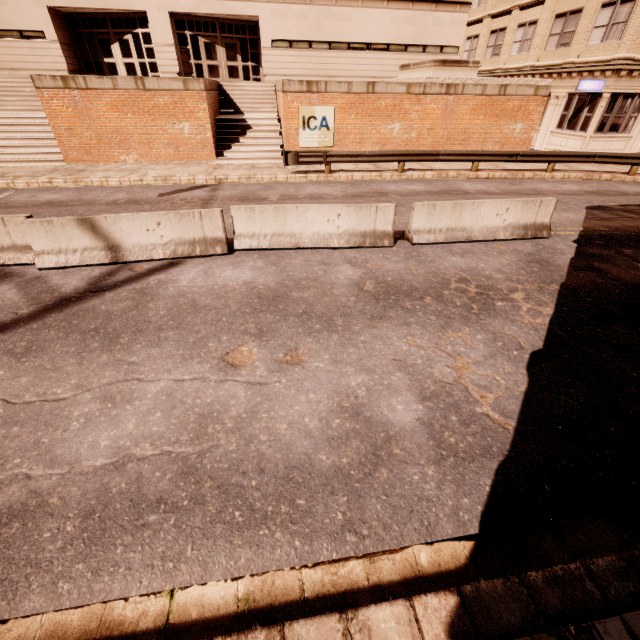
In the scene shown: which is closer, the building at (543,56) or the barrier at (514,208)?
the barrier at (514,208)

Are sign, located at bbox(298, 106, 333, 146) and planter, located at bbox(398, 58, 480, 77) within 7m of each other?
yes

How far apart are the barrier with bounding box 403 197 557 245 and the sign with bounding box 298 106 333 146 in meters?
10.4 m

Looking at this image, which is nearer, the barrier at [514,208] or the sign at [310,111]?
the barrier at [514,208]

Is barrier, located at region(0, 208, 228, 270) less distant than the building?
Yes

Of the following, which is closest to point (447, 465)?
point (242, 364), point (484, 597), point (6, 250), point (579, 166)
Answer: point (484, 597)

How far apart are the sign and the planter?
5.45m

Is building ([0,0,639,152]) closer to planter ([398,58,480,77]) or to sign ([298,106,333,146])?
planter ([398,58,480,77])
